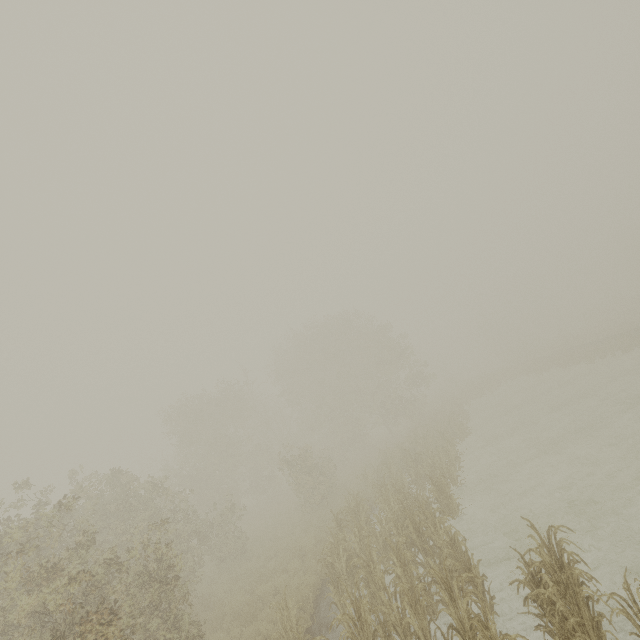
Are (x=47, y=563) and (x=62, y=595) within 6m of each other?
yes

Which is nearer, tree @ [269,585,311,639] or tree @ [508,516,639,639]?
tree @ [508,516,639,639]

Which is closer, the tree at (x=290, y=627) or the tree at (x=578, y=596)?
the tree at (x=578, y=596)
